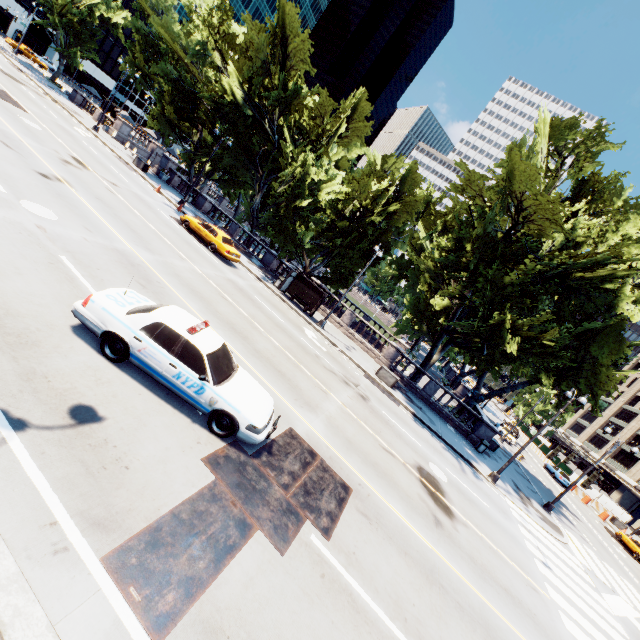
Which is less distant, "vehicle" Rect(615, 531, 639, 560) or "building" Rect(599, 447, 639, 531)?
"vehicle" Rect(615, 531, 639, 560)

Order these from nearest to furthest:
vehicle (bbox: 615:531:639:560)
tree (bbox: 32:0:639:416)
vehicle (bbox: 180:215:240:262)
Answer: tree (bbox: 32:0:639:416) < vehicle (bbox: 180:215:240:262) < vehicle (bbox: 615:531:639:560)

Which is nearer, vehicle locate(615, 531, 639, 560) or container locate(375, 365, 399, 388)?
container locate(375, 365, 399, 388)

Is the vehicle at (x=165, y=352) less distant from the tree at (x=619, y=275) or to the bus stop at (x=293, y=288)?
the tree at (x=619, y=275)

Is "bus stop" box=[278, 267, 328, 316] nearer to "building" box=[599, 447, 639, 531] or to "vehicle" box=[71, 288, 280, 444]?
"vehicle" box=[71, 288, 280, 444]

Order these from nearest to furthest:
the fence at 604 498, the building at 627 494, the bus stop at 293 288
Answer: the bus stop at 293 288 < the fence at 604 498 < the building at 627 494

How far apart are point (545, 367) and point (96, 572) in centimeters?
2397cm

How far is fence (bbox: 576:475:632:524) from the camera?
41.44m
